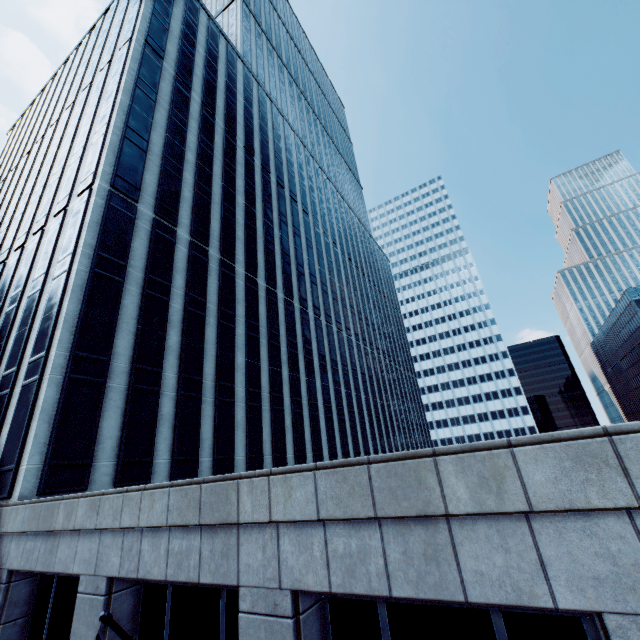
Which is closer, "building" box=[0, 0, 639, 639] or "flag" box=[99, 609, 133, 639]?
"flag" box=[99, 609, 133, 639]

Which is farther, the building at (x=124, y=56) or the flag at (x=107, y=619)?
the building at (x=124, y=56)

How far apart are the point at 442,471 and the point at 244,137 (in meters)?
41.41
